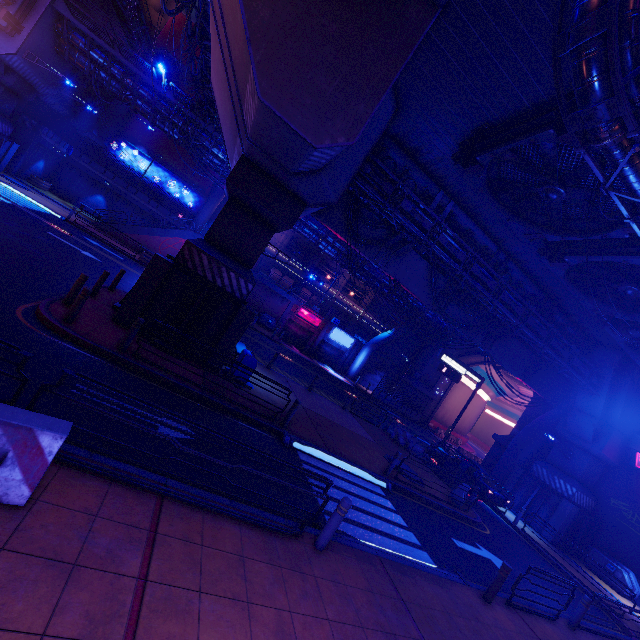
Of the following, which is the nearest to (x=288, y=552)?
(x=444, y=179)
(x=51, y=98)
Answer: (x=444, y=179)

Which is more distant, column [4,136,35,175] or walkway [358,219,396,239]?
column [4,136,35,175]

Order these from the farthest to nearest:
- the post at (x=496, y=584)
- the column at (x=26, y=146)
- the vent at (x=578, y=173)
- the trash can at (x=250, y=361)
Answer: the column at (x=26, y=146) → the trash can at (x=250, y=361) → the vent at (x=578, y=173) → the post at (x=496, y=584)

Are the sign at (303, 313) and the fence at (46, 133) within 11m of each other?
no

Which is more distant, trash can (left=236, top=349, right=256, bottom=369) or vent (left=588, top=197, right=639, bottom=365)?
trash can (left=236, top=349, right=256, bottom=369)

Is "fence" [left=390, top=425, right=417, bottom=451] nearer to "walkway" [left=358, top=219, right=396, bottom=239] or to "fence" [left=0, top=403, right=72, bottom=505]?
"walkway" [left=358, top=219, right=396, bottom=239]

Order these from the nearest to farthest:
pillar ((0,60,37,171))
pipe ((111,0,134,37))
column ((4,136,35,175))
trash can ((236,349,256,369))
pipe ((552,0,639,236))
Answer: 1. pipe ((552,0,639,236))
2. trash can ((236,349,256,369))
3. pillar ((0,60,37,171))
4. column ((4,136,35,175))
5. pipe ((111,0,134,37))

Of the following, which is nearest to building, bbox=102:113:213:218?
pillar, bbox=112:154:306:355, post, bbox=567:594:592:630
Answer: pillar, bbox=112:154:306:355
